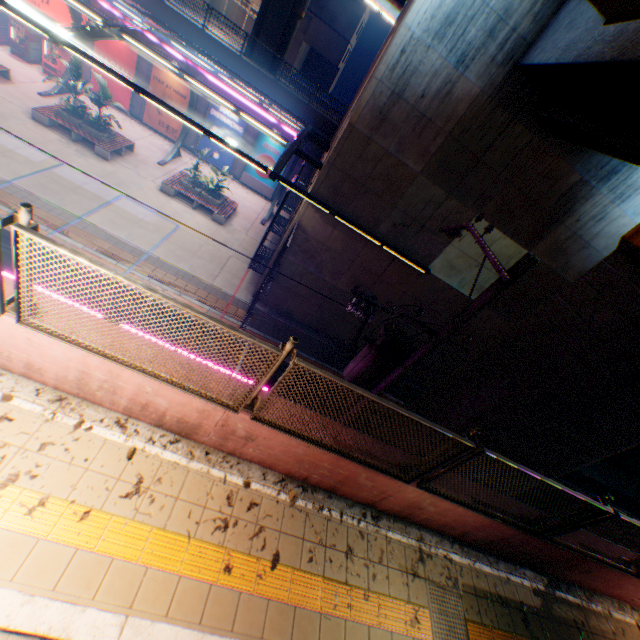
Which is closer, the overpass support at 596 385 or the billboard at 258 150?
the overpass support at 596 385

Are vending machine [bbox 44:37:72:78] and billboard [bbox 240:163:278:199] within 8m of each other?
no

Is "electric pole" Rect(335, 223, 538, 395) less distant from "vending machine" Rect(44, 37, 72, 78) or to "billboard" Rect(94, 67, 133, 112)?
"billboard" Rect(94, 67, 133, 112)

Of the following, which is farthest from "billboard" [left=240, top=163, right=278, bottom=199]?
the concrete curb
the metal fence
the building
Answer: the concrete curb

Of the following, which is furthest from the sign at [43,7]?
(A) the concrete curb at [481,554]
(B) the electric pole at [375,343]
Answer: (B) the electric pole at [375,343]

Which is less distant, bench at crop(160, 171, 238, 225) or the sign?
bench at crop(160, 171, 238, 225)

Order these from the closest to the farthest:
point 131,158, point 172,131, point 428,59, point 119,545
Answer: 1. point 119,545
2. point 428,59
3. point 131,158
4. point 172,131

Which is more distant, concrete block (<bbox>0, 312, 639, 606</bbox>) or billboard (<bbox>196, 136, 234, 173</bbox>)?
billboard (<bbox>196, 136, 234, 173</bbox>)
